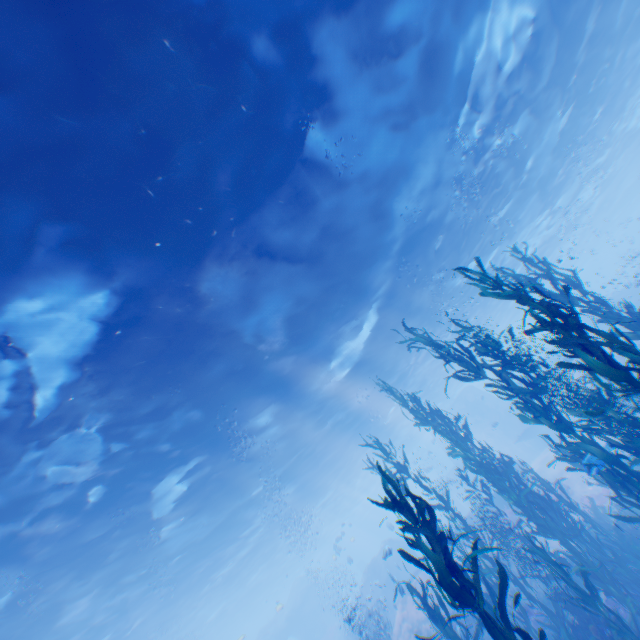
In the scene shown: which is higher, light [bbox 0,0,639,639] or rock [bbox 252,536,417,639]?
light [bbox 0,0,639,639]

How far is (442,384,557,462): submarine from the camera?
32.2 meters

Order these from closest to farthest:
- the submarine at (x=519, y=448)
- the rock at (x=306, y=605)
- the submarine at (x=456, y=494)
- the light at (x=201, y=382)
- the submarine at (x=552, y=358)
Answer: the light at (x=201, y=382), the submarine at (x=552, y=358), the rock at (x=306, y=605), the submarine at (x=519, y=448), the submarine at (x=456, y=494)

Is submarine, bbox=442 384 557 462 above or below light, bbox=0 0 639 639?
below

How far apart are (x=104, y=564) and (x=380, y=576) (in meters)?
22.96

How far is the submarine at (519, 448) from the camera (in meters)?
32.25

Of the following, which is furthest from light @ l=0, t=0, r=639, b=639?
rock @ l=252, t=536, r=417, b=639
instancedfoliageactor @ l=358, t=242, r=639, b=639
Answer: instancedfoliageactor @ l=358, t=242, r=639, b=639

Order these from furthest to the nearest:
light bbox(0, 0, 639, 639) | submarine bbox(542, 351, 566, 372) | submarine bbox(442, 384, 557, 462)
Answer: submarine bbox(442, 384, 557, 462) < submarine bbox(542, 351, 566, 372) < light bbox(0, 0, 639, 639)
